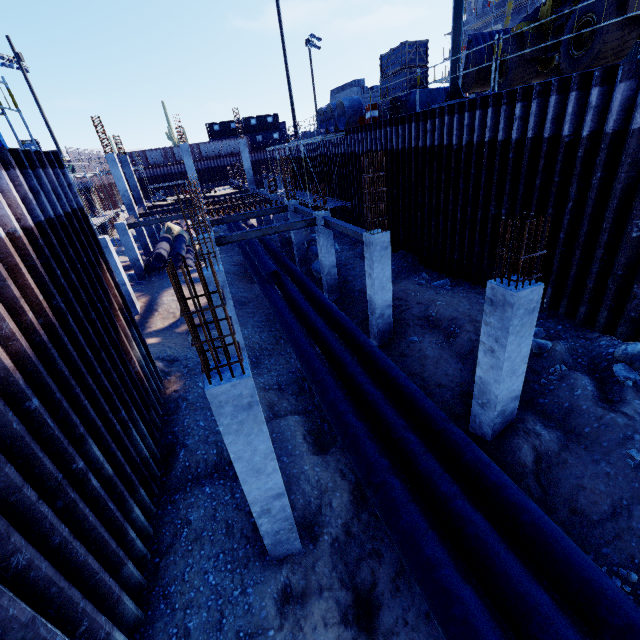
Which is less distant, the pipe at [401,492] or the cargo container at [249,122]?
the pipe at [401,492]

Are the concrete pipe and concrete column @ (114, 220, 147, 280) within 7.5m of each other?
no

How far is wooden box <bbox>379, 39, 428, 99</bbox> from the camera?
13.7 meters

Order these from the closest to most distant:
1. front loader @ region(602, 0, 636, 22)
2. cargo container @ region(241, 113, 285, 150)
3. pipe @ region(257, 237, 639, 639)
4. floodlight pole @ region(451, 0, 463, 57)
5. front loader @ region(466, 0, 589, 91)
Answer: pipe @ region(257, 237, 639, 639) < front loader @ region(602, 0, 636, 22) < front loader @ region(466, 0, 589, 91) < floodlight pole @ region(451, 0, 463, 57) < cargo container @ region(241, 113, 285, 150)

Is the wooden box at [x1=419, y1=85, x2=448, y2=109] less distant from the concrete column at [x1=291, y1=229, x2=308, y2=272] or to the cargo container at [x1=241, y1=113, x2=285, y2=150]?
the concrete column at [x1=291, y1=229, x2=308, y2=272]

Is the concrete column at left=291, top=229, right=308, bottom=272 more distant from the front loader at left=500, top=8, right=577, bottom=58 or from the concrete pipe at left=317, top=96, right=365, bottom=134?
the front loader at left=500, top=8, right=577, bottom=58

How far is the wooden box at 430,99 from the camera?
14.4 meters

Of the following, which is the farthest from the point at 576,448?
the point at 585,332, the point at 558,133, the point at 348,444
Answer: the point at 558,133
